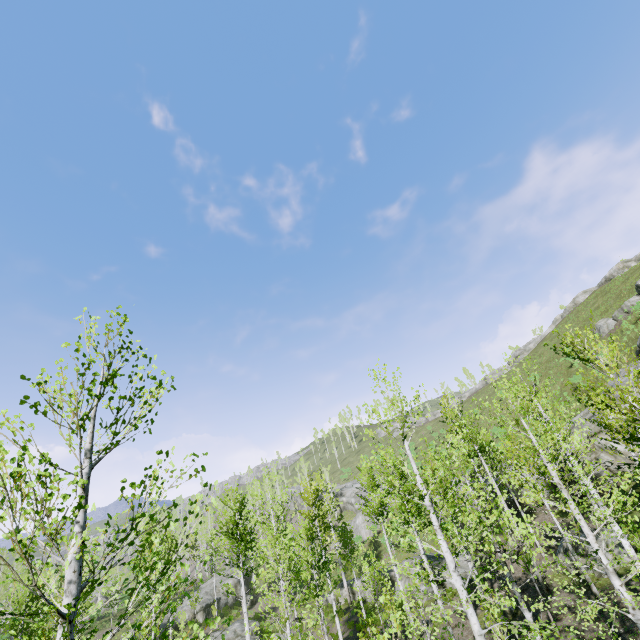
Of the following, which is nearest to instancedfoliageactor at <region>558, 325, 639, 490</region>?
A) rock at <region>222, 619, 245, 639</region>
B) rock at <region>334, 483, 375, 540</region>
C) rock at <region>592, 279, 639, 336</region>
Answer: rock at <region>334, 483, 375, 540</region>

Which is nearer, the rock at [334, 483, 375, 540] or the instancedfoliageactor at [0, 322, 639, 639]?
the instancedfoliageactor at [0, 322, 639, 639]

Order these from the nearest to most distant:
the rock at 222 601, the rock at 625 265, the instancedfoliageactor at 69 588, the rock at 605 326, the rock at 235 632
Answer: the instancedfoliageactor at 69 588, the rock at 235 632, the rock at 605 326, the rock at 222 601, the rock at 625 265

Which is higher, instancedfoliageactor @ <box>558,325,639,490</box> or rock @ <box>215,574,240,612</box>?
instancedfoliageactor @ <box>558,325,639,490</box>

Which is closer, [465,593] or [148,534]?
[148,534]

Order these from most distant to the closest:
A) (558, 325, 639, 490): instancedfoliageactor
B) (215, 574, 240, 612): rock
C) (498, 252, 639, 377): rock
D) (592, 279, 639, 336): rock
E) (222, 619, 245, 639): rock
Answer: (498, 252, 639, 377): rock, (215, 574, 240, 612): rock, (592, 279, 639, 336): rock, (222, 619, 245, 639): rock, (558, 325, 639, 490): instancedfoliageactor

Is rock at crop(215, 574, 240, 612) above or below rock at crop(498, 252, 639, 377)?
below

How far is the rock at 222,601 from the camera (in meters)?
37.12
